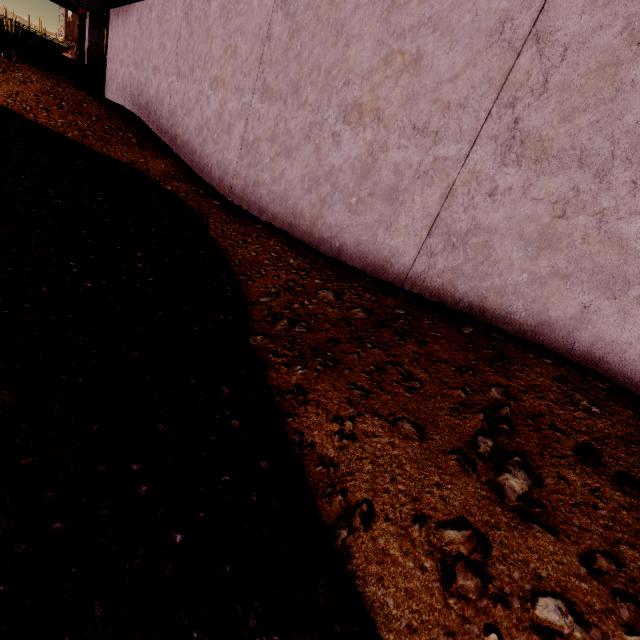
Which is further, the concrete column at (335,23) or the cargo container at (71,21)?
the cargo container at (71,21)

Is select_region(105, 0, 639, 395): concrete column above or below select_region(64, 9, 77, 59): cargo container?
below

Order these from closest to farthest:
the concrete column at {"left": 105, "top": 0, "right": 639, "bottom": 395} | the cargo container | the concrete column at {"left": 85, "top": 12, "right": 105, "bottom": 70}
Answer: the concrete column at {"left": 105, "top": 0, "right": 639, "bottom": 395} < the concrete column at {"left": 85, "top": 12, "right": 105, "bottom": 70} < the cargo container

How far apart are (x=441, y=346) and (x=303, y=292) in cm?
140

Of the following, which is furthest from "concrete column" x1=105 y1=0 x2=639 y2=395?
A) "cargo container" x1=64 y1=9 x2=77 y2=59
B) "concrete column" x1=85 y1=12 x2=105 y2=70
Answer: "cargo container" x1=64 y1=9 x2=77 y2=59

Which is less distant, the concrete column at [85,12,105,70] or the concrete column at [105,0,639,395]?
the concrete column at [105,0,639,395]

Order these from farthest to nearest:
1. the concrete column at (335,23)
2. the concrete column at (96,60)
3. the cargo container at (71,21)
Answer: the cargo container at (71,21), the concrete column at (96,60), the concrete column at (335,23)
